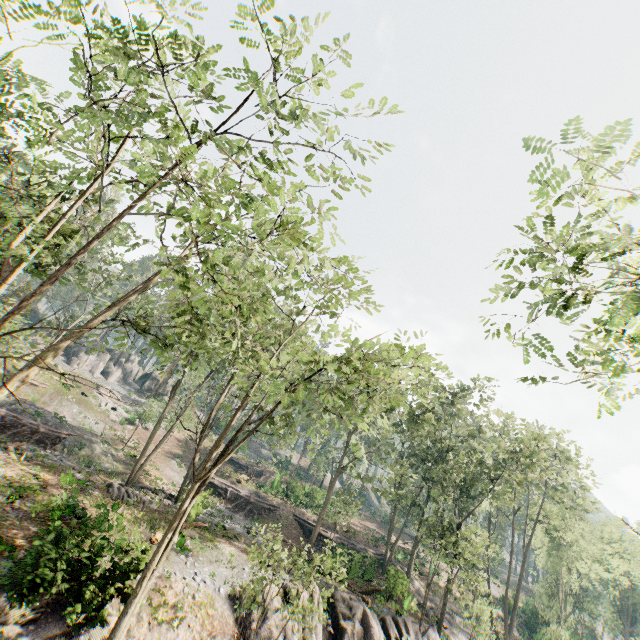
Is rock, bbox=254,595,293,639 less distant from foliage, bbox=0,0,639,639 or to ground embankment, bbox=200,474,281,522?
foliage, bbox=0,0,639,639

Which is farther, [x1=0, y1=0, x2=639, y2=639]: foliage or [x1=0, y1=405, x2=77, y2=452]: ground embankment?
[x1=0, y1=405, x2=77, y2=452]: ground embankment

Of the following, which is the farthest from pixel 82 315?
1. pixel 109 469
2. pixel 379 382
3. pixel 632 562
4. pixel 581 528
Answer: pixel 581 528

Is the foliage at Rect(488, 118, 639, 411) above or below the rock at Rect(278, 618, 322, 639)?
above

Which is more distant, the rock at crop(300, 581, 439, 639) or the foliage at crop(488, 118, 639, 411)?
the rock at crop(300, 581, 439, 639)

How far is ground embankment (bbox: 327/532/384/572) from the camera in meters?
25.3

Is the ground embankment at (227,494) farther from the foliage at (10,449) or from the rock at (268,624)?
the rock at (268,624)

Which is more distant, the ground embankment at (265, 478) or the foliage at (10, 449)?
the ground embankment at (265, 478)
